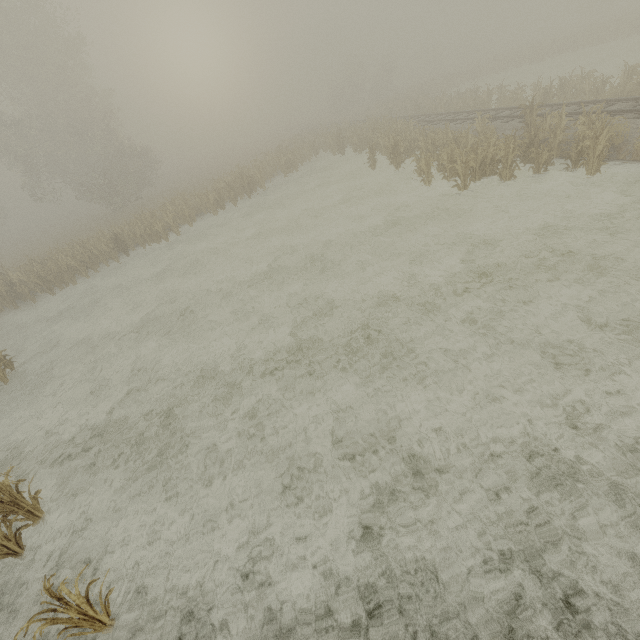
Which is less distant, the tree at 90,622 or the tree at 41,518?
the tree at 90,622

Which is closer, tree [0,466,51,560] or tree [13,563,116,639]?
tree [13,563,116,639]

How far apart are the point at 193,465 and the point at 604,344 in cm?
804
